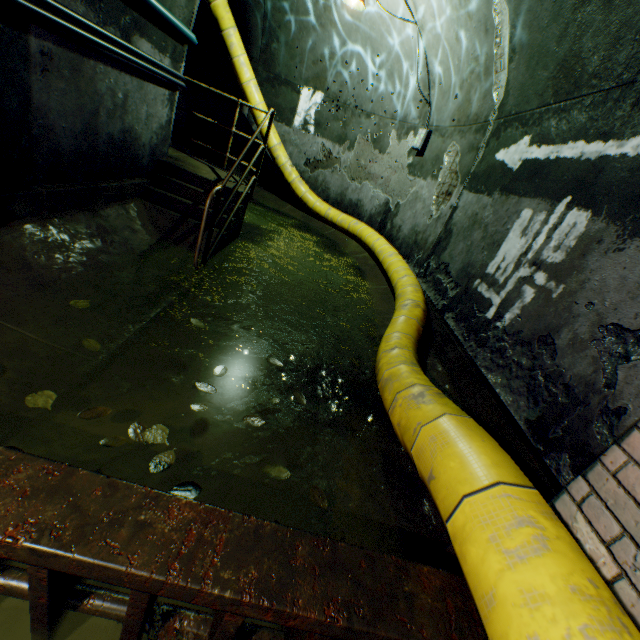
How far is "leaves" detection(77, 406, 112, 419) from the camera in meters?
1.8

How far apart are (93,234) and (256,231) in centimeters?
403cm

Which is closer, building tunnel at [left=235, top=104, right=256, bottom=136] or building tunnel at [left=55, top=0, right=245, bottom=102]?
building tunnel at [left=55, top=0, right=245, bottom=102]

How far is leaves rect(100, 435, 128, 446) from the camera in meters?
1.7 m

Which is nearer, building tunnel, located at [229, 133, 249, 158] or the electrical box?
the electrical box

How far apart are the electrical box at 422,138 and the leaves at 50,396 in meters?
7.2 m

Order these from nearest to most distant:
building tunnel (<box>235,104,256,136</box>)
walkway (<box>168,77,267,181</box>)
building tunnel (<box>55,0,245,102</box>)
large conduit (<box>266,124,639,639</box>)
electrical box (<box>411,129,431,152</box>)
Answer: large conduit (<box>266,124,639,639</box>)
building tunnel (<box>55,0,245,102</box>)
walkway (<box>168,77,267,181</box>)
electrical box (<box>411,129,431,152</box>)
building tunnel (<box>235,104,256,136</box>)

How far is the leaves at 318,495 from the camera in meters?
1.8
